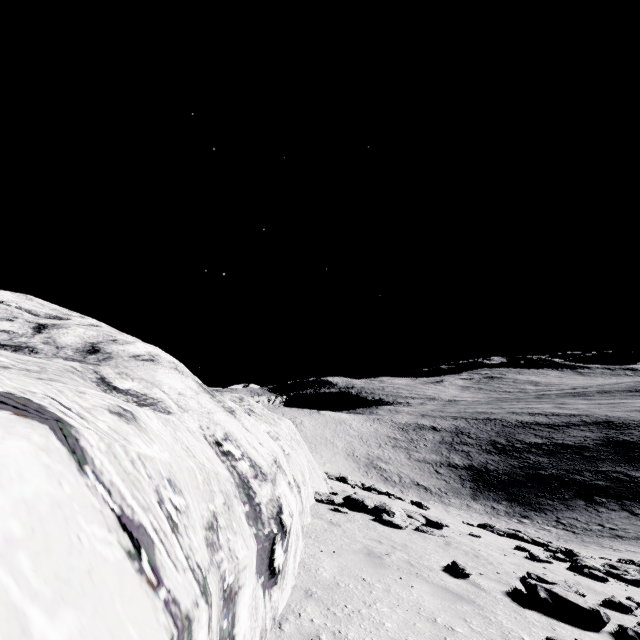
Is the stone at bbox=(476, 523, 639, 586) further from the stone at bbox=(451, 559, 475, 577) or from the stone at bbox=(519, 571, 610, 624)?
the stone at bbox=(451, 559, 475, 577)

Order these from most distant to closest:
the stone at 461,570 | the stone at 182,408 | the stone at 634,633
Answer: the stone at 461,570 < the stone at 634,633 < the stone at 182,408

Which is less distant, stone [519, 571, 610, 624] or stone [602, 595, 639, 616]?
stone [519, 571, 610, 624]

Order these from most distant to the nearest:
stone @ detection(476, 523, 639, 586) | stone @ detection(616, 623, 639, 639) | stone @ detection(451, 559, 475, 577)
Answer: stone @ detection(476, 523, 639, 586) → stone @ detection(451, 559, 475, 577) → stone @ detection(616, 623, 639, 639)

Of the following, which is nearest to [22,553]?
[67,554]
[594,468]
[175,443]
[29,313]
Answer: [67,554]

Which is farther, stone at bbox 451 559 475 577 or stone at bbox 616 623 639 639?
stone at bbox 451 559 475 577

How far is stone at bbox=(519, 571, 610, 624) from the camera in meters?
5.6 m

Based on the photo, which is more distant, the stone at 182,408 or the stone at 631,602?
the stone at 631,602
